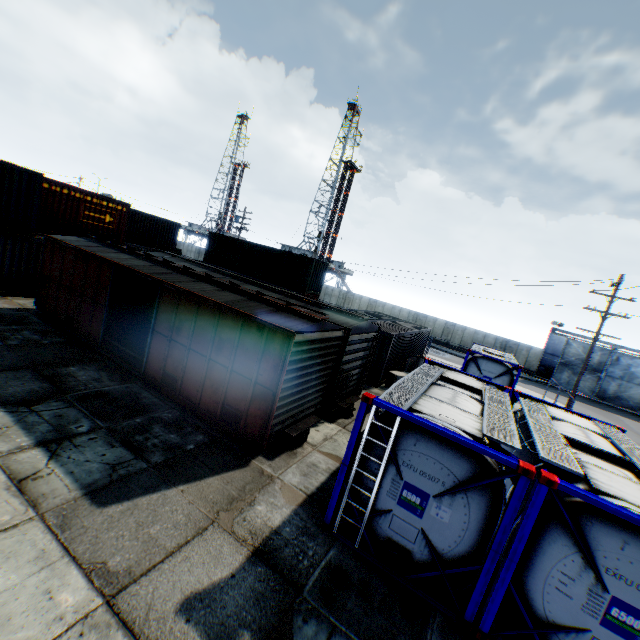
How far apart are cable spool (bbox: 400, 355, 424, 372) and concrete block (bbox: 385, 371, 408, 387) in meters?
0.2

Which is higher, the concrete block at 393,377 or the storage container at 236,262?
the storage container at 236,262

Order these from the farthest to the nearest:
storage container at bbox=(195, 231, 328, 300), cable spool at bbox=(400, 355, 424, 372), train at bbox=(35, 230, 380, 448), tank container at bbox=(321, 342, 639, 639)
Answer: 1. storage container at bbox=(195, 231, 328, 300)
2. cable spool at bbox=(400, 355, 424, 372)
3. train at bbox=(35, 230, 380, 448)
4. tank container at bbox=(321, 342, 639, 639)

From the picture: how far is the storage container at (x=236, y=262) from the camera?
26.2 meters

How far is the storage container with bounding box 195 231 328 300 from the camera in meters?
26.2

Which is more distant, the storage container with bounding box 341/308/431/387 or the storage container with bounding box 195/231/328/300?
the storage container with bounding box 195/231/328/300

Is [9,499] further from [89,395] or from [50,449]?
[89,395]

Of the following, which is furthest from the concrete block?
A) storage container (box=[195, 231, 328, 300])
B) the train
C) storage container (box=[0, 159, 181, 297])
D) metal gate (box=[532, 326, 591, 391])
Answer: metal gate (box=[532, 326, 591, 391])
